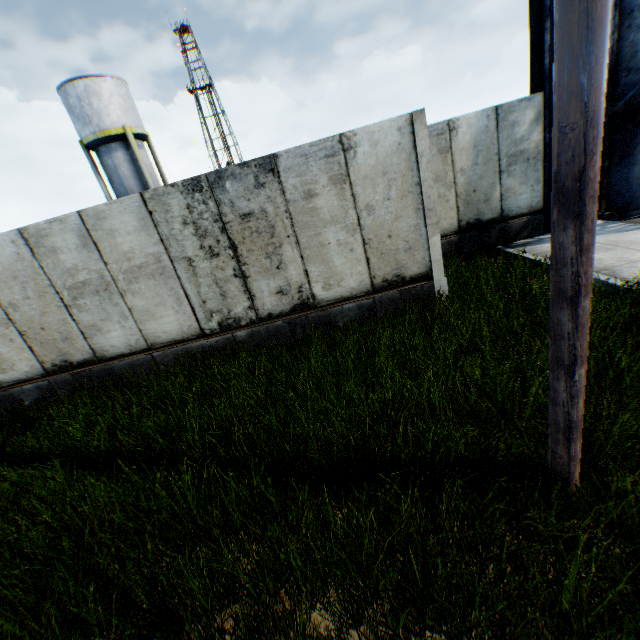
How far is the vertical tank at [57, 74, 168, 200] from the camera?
19.7 meters

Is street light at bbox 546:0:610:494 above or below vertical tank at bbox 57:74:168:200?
below

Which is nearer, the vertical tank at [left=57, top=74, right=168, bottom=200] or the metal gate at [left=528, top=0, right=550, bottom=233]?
the metal gate at [left=528, top=0, right=550, bottom=233]

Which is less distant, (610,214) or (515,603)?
(515,603)

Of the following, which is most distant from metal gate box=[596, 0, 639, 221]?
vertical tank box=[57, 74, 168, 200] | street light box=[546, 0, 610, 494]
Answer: vertical tank box=[57, 74, 168, 200]

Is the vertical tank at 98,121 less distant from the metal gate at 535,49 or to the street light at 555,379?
the metal gate at 535,49

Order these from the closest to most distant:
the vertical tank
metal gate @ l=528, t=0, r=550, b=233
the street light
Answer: the street light, metal gate @ l=528, t=0, r=550, b=233, the vertical tank

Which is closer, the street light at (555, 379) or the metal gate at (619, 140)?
the street light at (555, 379)
